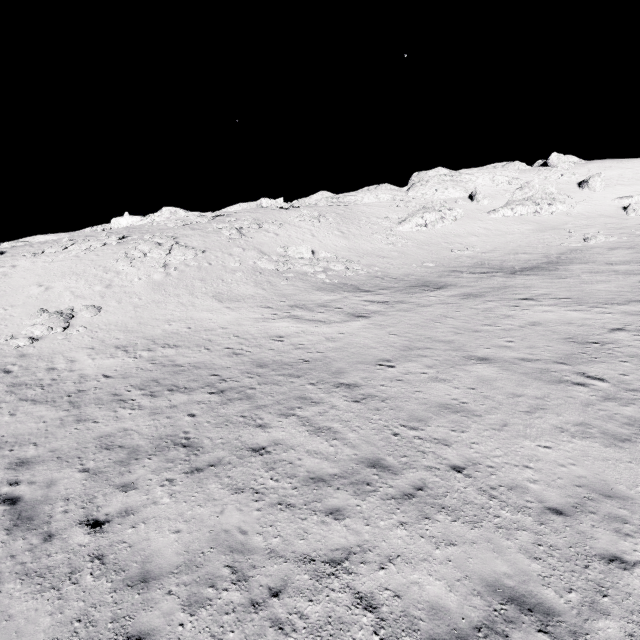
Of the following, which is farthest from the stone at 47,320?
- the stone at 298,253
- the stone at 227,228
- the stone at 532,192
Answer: the stone at 532,192

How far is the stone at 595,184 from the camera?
50.8m

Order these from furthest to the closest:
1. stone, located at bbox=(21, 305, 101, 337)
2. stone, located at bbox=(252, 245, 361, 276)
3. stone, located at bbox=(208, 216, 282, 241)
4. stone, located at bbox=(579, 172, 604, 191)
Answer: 1. stone, located at bbox=(579, 172, 604, 191)
2. stone, located at bbox=(208, 216, 282, 241)
3. stone, located at bbox=(252, 245, 361, 276)
4. stone, located at bbox=(21, 305, 101, 337)

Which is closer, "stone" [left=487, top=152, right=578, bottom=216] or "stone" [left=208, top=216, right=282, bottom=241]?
"stone" [left=208, top=216, right=282, bottom=241]

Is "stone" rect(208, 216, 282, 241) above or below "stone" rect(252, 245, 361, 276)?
above

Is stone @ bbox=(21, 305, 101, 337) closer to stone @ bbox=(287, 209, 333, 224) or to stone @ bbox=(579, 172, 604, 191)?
stone @ bbox=(287, 209, 333, 224)

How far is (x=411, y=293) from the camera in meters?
25.2 m

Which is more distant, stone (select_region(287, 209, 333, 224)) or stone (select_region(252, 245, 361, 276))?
stone (select_region(287, 209, 333, 224))
